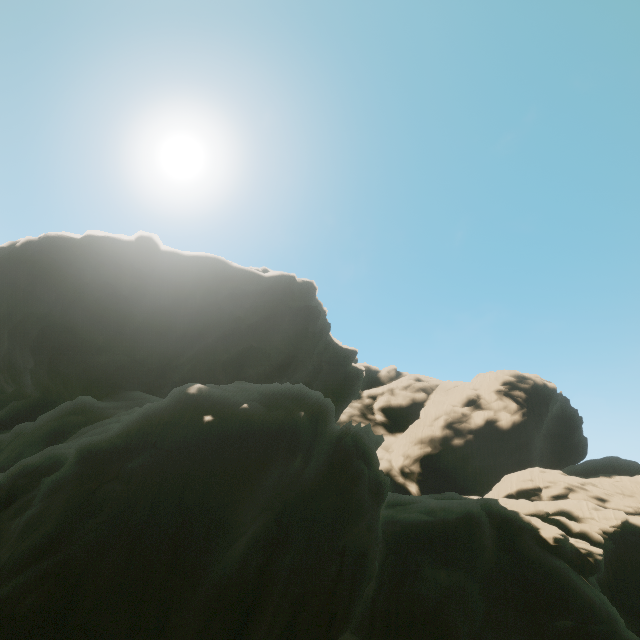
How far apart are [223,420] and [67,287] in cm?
2618
